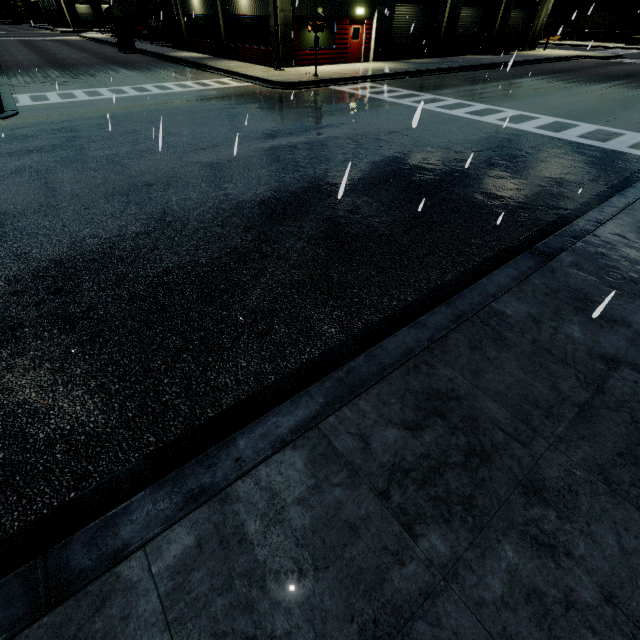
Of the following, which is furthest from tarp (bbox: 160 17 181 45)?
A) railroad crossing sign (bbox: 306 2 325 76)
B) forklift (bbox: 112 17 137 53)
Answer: railroad crossing sign (bbox: 306 2 325 76)

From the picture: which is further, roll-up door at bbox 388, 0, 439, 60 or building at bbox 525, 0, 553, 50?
building at bbox 525, 0, 553, 50

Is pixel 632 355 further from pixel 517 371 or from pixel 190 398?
pixel 190 398

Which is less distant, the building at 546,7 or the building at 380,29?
the building at 380,29

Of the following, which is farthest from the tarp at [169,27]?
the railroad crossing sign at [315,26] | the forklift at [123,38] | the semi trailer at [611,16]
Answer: the semi trailer at [611,16]

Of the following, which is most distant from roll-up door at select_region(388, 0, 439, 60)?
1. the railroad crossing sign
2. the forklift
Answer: the forklift

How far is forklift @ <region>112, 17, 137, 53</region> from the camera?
28.7 meters
